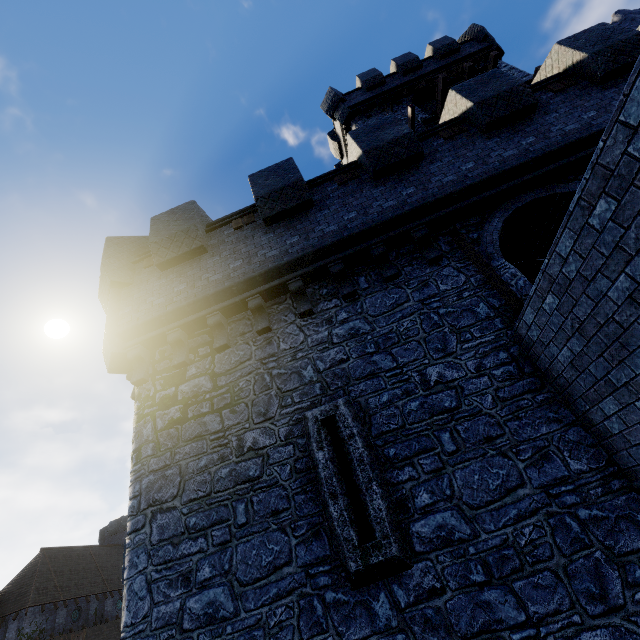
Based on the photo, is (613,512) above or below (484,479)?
below

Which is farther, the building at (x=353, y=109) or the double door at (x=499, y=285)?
the building at (x=353, y=109)

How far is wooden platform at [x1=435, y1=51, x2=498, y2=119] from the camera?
15.5 meters

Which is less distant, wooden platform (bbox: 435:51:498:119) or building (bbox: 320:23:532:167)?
wooden platform (bbox: 435:51:498:119)

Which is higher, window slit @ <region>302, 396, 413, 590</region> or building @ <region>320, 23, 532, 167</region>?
building @ <region>320, 23, 532, 167</region>

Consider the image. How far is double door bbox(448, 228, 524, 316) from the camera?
5.8 meters

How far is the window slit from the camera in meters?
4.3 m

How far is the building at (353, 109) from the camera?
19.33m
